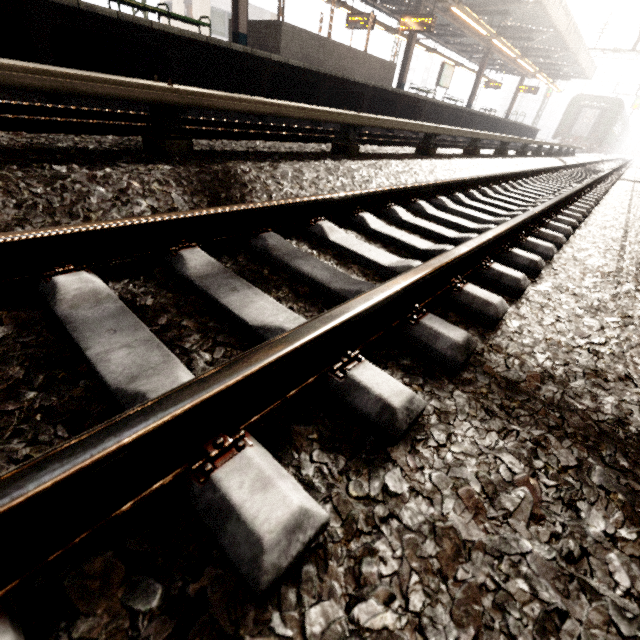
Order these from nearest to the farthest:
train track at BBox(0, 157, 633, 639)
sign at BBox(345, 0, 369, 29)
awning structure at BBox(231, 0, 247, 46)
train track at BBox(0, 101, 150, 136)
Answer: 1. train track at BBox(0, 157, 633, 639)
2. train track at BBox(0, 101, 150, 136)
3. awning structure at BBox(231, 0, 247, 46)
4. sign at BBox(345, 0, 369, 29)

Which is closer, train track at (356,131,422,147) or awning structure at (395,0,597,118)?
train track at (356,131,422,147)

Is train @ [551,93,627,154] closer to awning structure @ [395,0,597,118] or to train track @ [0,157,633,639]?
awning structure @ [395,0,597,118]

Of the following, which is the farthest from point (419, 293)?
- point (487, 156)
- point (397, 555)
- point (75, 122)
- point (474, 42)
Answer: point (474, 42)

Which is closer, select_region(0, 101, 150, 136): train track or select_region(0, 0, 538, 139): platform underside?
select_region(0, 101, 150, 136): train track

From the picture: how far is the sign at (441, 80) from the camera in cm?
1811

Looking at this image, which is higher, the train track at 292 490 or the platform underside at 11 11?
the platform underside at 11 11
